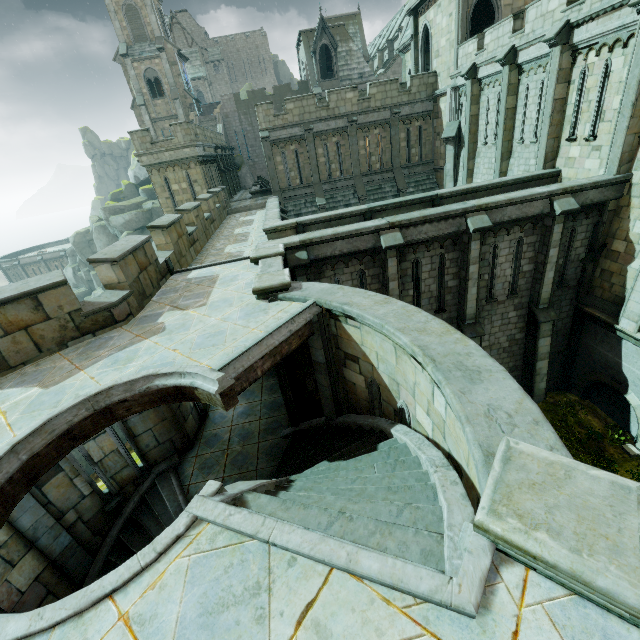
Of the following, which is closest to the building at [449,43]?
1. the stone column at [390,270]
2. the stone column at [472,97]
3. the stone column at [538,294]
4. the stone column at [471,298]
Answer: the stone column at [472,97]

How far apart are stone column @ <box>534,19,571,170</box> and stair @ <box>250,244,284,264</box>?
12.9 meters

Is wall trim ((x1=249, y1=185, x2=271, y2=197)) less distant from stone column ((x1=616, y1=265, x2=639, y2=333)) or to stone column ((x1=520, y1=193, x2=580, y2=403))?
stone column ((x1=520, y1=193, x2=580, y2=403))

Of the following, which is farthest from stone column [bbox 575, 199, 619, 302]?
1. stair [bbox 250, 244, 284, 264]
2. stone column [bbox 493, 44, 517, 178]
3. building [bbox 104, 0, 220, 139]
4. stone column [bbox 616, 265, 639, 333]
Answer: stair [bbox 250, 244, 284, 264]

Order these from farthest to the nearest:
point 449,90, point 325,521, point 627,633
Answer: point 449,90
point 325,521
point 627,633

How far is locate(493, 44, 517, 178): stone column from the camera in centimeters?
1550cm

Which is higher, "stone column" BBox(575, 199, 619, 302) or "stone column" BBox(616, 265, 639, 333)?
"stone column" BBox(575, 199, 619, 302)

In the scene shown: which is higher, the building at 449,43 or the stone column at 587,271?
the building at 449,43
